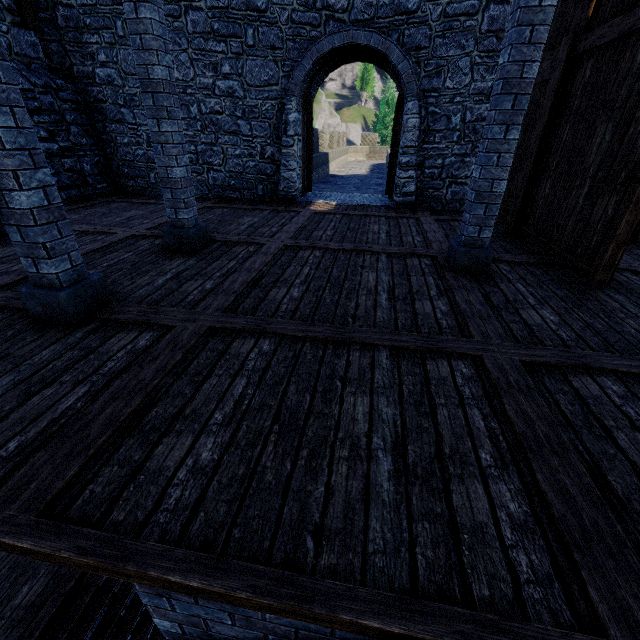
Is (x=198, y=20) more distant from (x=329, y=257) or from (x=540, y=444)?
(x=540, y=444)

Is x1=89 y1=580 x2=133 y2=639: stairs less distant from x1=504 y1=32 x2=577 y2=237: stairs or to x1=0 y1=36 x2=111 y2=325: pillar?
x1=0 y1=36 x2=111 y2=325: pillar

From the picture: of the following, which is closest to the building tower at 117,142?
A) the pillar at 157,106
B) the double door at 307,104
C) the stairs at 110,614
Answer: the double door at 307,104

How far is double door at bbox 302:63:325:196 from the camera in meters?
8.7 m

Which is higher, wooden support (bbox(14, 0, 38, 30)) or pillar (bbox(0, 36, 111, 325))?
wooden support (bbox(14, 0, 38, 30))

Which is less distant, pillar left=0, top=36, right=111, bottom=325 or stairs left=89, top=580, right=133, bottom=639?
pillar left=0, top=36, right=111, bottom=325

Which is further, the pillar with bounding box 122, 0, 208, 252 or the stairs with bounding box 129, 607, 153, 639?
the stairs with bounding box 129, 607, 153, 639

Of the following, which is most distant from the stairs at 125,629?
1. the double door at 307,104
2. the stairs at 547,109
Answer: the double door at 307,104
